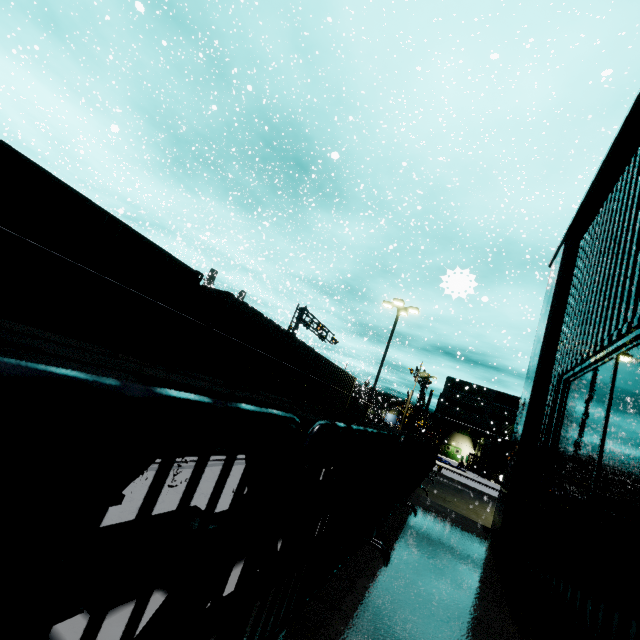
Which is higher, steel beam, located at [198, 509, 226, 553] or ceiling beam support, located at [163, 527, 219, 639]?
ceiling beam support, located at [163, 527, 219, 639]

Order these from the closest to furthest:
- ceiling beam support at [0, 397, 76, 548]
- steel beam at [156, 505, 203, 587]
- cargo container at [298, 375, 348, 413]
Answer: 1. ceiling beam support at [0, 397, 76, 548]
2. steel beam at [156, 505, 203, 587]
3. cargo container at [298, 375, 348, 413]

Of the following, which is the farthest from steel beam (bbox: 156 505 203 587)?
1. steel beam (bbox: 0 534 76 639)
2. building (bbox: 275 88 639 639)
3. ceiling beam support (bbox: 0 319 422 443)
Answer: ceiling beam support (bbox: 0 319 422 443)

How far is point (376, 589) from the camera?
2.1 meters

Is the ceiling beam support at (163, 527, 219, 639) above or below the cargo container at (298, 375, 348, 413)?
below

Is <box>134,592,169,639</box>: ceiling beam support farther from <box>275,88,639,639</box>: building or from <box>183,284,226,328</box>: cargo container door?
<box>183,284,226,328</box>: cargo container door

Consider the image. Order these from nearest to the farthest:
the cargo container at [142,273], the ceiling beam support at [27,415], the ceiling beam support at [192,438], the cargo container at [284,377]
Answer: the ceiling beam support at [27,415] < the ceiling beam support at [192,438] < the cargo container at [142,273] < the cargo container at [284,377]

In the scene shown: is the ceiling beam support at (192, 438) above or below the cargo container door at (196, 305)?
below
